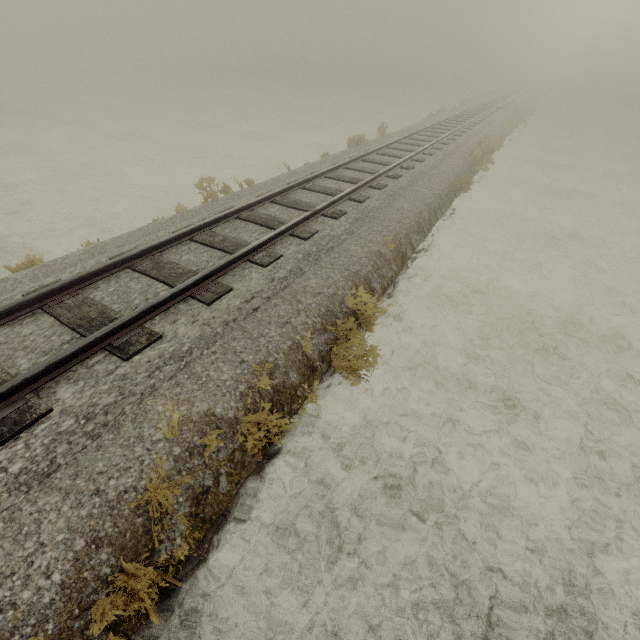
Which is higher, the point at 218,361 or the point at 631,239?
the point at 218,361
